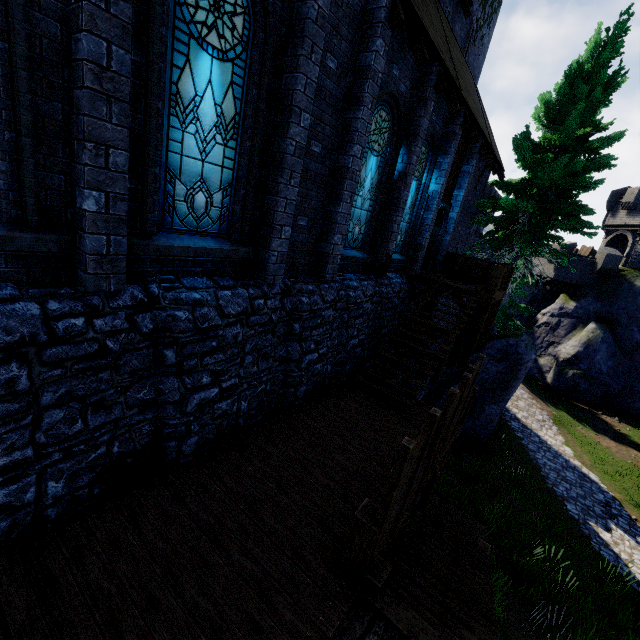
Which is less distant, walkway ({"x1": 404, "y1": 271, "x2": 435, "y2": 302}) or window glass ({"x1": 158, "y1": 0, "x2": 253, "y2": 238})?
window glass ({"x1": 158, "y1": 0, "x2": 253, "y2": 238})

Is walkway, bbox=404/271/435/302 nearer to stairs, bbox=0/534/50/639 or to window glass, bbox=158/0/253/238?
window glass, bbox=158/0/253/238

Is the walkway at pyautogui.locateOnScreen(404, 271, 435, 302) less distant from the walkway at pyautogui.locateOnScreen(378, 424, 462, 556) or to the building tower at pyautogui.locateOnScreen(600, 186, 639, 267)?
the walkway at pyautogui.locateOnScreen(378, 424, 462, 556)

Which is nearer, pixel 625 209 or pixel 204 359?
pixel 204 359

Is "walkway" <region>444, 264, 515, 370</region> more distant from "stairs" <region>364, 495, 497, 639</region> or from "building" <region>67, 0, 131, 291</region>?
"stairs" <region>364, 495, 497, 639</region>

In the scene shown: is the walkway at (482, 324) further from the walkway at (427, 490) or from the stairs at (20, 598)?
the stairs at (20, 598)

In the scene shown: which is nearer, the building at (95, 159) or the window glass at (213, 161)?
the building at (95, 159)

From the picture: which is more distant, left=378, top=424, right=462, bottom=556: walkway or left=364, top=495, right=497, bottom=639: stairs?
left=378, top=424, right=462, bottom=556: walkway
